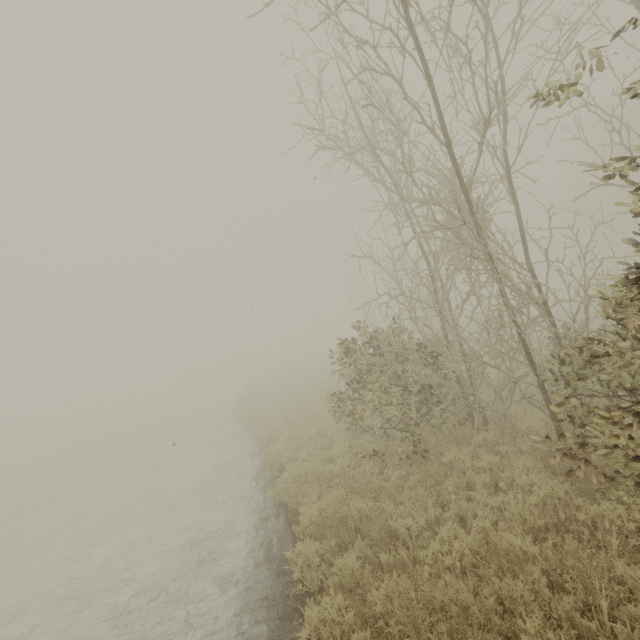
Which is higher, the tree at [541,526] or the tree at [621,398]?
the tree at [621,398]

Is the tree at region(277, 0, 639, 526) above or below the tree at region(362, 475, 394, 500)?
above

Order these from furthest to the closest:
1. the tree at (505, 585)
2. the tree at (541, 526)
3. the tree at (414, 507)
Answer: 1. the tree at (414, 507)
2. the tree at (541, 526)
3. the tree at (505, 585)

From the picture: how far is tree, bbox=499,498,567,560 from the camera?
4.2m

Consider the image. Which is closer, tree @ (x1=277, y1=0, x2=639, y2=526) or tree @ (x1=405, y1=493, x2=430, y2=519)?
tree @ (x1=277, y1=0, x2=639, y2=526)

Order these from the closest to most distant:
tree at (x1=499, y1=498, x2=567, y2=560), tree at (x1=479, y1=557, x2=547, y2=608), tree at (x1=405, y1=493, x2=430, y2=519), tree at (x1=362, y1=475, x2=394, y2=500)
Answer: tree at (x1=479, y1=557, x2=547, y2=608), tree at (x1=499, y1=498, x2=567, y2=560), tree at (x1=405, y1=493, x2=430, y2=519), tree at (x1=362, y1=475, x2=394, y2=500)

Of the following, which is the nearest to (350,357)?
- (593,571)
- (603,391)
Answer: (603,391)
